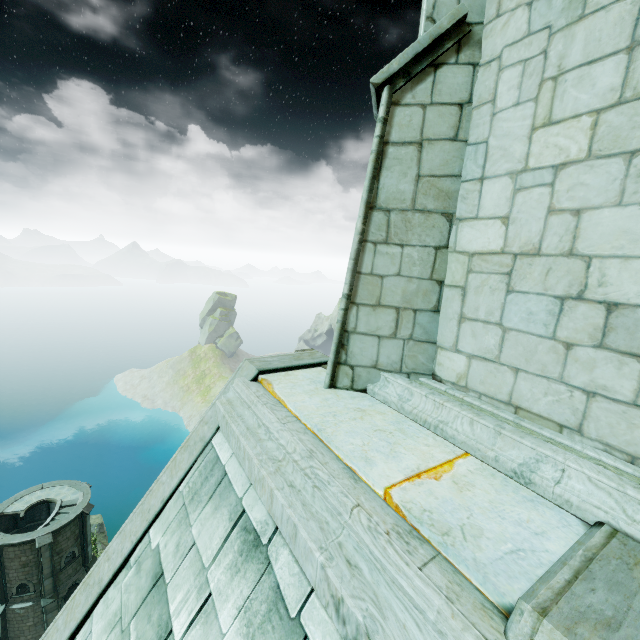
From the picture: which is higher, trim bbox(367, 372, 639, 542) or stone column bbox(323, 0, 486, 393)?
stone column bbox(323, 0, 486, 393)

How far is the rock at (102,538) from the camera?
35.2m

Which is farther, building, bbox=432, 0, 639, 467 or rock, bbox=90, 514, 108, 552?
rock, bbox=90, 514, 108, 552

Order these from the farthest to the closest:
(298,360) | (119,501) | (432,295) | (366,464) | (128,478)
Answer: (128,478) → (119,501) → (298,360) → (432,295) → (366,464)

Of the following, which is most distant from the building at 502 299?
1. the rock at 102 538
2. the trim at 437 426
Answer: the rock at 102 538

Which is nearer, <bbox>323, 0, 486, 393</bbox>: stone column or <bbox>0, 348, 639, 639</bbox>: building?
<bbox>0, 348, 639, 639</bbox>: building

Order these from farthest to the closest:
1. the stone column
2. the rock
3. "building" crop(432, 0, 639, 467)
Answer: the rock, the stone column, "building" crop(432, 0, 639, 467)
